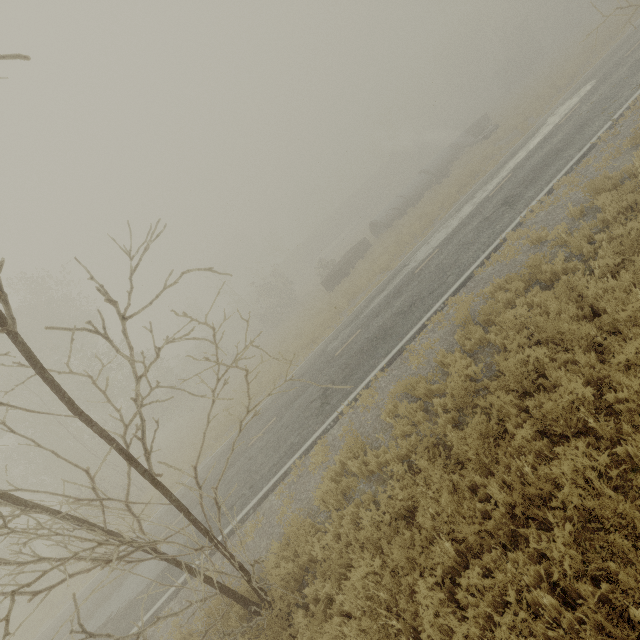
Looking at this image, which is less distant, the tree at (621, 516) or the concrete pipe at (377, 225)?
the tree at (621, 516)

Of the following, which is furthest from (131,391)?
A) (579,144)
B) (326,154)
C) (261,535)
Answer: (579,144)

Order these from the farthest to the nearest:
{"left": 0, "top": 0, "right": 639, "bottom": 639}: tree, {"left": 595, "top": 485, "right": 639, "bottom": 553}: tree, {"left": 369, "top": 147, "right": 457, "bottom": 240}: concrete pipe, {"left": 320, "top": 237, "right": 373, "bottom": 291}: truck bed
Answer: {"left": 369, "top": 147, "right": 457, "bottom": 240}: concrete pipe < {"left": 320, "top": 237, "right": 373, "bottom": 291}: truck bed < {"left": 0, "top": 0, "right": 639, "bottom": 639}: tree < {"left": 595, "top": 485, "right": 639, "bottom": 553}: tree

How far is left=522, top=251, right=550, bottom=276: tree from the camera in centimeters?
727cm

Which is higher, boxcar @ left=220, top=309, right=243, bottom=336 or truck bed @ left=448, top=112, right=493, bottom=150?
boxcar @ left=220, top=309, right=243, bottom=336

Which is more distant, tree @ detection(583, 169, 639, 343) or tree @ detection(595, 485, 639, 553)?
tree @ detection(583, 169, 639, 343)

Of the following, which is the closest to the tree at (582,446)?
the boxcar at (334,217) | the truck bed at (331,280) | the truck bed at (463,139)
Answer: the truck bed at (331,280)

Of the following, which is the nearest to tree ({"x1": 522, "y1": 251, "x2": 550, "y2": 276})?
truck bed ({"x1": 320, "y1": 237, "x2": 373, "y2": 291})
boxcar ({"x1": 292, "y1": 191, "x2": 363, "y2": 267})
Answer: truck bed ({"x1": 320, "y1": 237, "x2": 373, "y2": 291})
